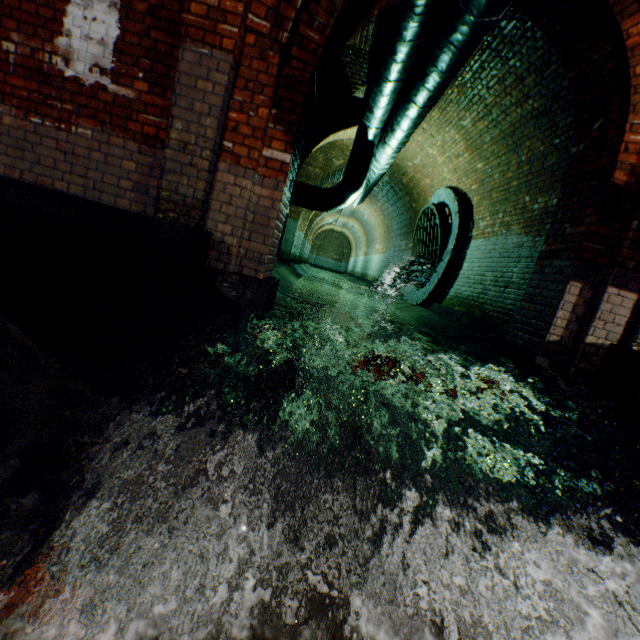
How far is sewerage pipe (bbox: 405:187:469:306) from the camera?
7.77m

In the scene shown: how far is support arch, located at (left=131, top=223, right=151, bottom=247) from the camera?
3.00m

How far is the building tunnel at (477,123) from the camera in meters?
4.7

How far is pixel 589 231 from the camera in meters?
3.4 m

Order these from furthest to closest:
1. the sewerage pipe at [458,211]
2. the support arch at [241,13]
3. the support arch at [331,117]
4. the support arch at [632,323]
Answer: the sewerage pipe at [458,211] < the support arch at [331,117] < the support arch at [632,323] < the support arch at [241,13]

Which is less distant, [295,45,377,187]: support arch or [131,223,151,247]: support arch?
[131,223,151,247]: support arch

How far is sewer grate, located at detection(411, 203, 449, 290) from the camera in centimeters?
826cm

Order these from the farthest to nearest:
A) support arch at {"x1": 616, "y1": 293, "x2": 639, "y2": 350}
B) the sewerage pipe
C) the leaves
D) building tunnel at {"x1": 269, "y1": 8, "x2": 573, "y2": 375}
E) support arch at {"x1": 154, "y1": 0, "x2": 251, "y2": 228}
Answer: the sewerage pipe → building tunnel at {"x1": 269, "y1": 8, "x2": 573, "y2": 375} → support arch at {"x1": 616, "y1": 293, "x2": 639, "y2": 350} → support arch at {"x1": 154, "y1": 0, "x2": 251, "y2": 228} → the leaves
